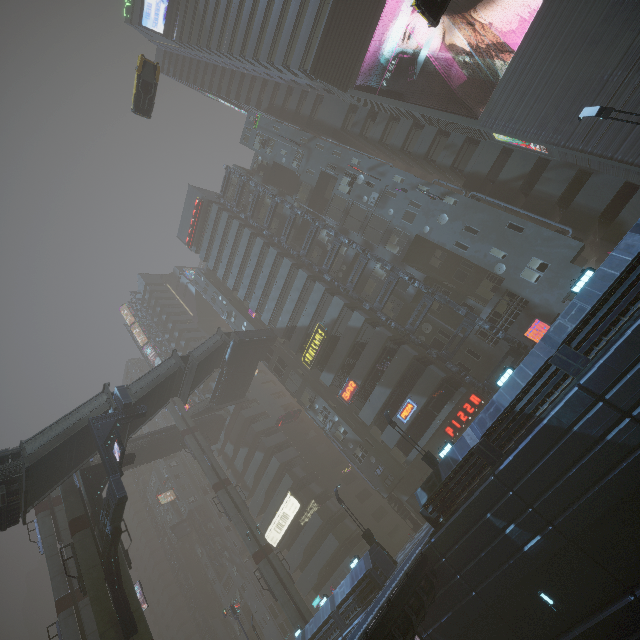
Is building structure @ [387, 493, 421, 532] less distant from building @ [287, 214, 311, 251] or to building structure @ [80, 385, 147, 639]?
building @ [287, 214, 311, 251]

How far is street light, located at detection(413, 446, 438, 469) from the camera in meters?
20.8 m

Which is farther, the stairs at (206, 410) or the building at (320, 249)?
the stairs at (206, 410)

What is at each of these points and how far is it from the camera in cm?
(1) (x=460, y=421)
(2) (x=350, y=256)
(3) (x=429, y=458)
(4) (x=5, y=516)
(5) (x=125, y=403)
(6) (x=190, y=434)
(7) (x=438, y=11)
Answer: (1) sign, 2888
(2) building, 3603
(3) street light, 2092
(4) building, 1748
(5) building structure, 2300
(6) sm, 4356
(7) taxi, 1399

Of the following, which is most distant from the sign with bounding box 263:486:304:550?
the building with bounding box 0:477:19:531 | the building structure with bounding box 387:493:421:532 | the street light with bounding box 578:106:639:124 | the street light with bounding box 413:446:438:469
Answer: the street light with bounding box 578:106:639:124

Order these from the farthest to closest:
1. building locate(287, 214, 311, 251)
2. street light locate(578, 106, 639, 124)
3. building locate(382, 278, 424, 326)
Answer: building locate(287, 214, 311, 251) → building locate(382, 278, 424, 326) → street light locate(578, 106, 639, 124)

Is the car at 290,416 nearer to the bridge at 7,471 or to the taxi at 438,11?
the taxi at 438,11

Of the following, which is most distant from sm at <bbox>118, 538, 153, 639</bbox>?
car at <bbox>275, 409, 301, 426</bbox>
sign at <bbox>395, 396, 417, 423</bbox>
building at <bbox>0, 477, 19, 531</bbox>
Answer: sign at <bbox>395, 396, 417, 423</bbox>
